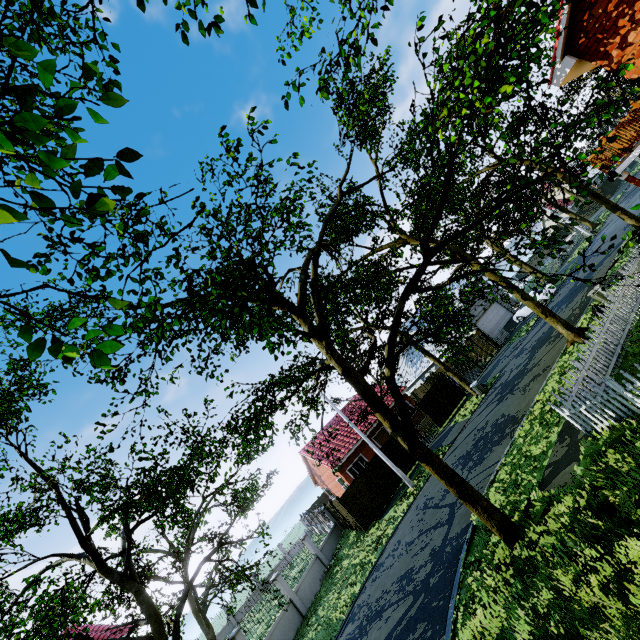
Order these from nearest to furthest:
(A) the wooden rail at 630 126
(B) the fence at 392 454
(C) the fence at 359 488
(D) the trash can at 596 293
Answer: (A) the wooden rail at 630 126, (D) the trash can at 596 293, (C) the fence at 359 488, (B) the fence at 392 454

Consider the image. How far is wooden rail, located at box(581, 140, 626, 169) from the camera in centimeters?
1123cm

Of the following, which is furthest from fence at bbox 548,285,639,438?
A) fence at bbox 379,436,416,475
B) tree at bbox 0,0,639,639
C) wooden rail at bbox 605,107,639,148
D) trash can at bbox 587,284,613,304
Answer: fence at bbox 379,436,416,475

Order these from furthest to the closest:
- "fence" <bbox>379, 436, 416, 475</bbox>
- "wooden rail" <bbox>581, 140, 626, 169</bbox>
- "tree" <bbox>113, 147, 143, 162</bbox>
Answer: "fence" <bbox>379, 436, 416, 475</bbox>, "wooden rail" <bbox>581, 140, 626, 169</bbox>, "tree" <bbox>113, 147, 143, 162</bbox>

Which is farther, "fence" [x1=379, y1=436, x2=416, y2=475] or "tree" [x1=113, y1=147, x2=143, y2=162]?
"fence" [x1=379, y1=436, x2=416, y2=475]

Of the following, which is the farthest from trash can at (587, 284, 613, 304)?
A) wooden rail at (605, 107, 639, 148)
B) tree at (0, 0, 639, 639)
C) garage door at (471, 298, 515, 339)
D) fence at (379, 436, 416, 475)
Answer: garage door at (471, 298, 515, 339)

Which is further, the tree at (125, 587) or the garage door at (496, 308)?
the garage door at (496, 308)

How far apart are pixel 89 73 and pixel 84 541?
16.6m
